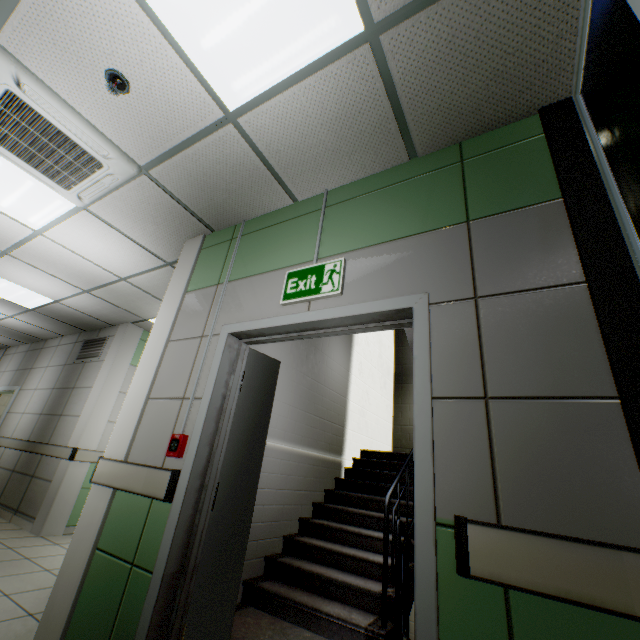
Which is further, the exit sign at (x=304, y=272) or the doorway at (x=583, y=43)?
the exit sign at (x=304, y=272)

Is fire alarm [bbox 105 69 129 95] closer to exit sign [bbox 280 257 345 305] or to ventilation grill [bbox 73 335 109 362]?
exit sign [bbox 280 257 345 305]

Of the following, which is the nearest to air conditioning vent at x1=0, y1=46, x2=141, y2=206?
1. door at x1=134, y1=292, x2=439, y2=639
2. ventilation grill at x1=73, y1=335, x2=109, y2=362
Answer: door at x1=134, y1=292, x2=439, y2=639

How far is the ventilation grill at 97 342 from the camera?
6.0m

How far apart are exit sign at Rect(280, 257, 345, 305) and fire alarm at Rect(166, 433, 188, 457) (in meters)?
1.12

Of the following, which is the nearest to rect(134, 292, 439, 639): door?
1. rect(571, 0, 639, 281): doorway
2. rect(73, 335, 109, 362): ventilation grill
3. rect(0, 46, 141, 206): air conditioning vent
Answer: rect(571, 0, 639, 281): doorway

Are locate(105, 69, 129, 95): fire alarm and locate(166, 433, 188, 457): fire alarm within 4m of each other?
yes

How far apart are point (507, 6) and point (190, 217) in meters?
2.7
